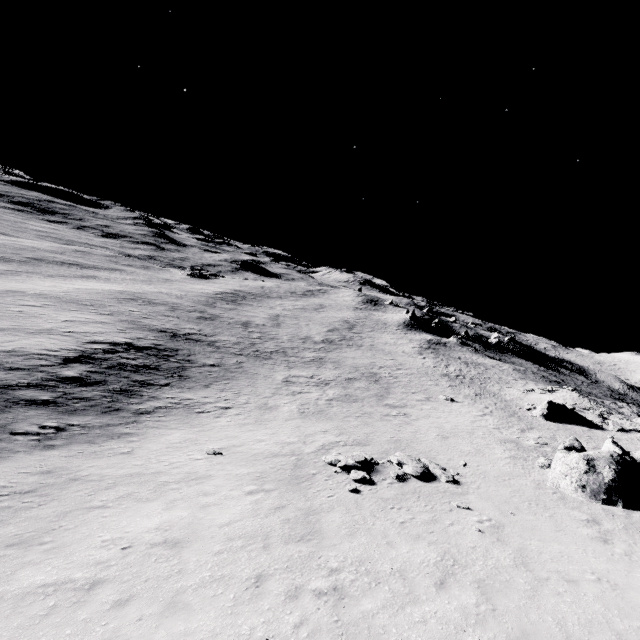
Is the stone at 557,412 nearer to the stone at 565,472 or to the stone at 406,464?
the stone at 565,472

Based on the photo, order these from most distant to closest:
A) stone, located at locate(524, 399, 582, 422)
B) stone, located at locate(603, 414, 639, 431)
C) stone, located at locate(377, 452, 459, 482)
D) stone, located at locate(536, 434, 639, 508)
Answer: stone, located at locate(524, 399, 582, 422)
stone, located at locate(603, 414, 639, 431)
stone, located at locate(377, 452, 459, 482)
stone, located at locate(536, 434, 639, 508)

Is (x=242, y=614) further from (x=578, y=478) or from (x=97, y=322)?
(x=97, y=322)

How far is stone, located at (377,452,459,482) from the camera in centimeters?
1658cm

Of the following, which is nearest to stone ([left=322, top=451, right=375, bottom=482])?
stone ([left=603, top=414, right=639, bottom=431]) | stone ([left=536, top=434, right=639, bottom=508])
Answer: stone ([left=536, top=434, right=639, bottom=508])

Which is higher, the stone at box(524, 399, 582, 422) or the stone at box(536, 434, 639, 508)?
the stone at box(536, 434, 639, 508)

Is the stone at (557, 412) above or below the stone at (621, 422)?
below

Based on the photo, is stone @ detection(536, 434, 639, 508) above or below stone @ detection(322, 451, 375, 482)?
above
